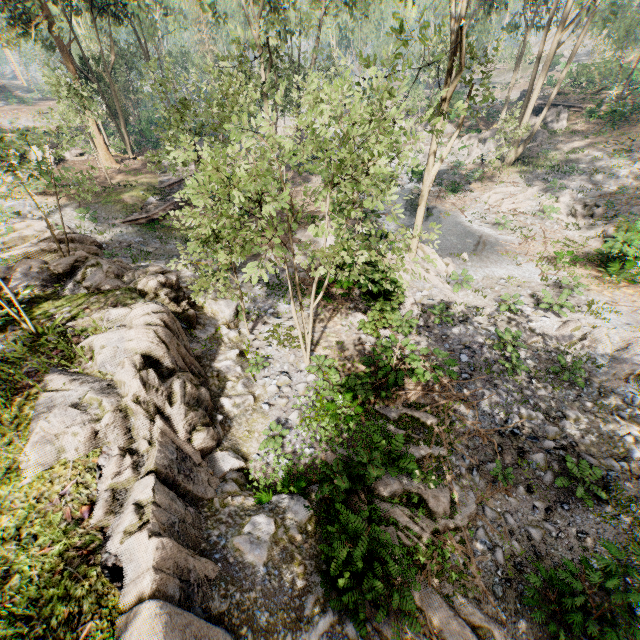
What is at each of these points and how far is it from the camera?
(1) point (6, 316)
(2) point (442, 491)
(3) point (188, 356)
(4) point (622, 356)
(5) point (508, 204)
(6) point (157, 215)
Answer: (1) foliage, 10.50m
(2) foliage, 8.97m
(3) rock, 10.71m
(4) foliage, 12.89m
(5) foliage, 24.20m
(6) ground embankment, 22.28m

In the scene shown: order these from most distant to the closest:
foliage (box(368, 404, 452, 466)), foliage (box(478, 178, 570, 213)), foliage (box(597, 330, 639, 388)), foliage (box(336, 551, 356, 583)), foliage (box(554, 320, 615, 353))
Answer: foliage (box(478, 178, 570, 213))
foliage (box(554, 320, 615, 353))
foliage (box(597, 330, 639, 388))
foliage (box(368, 404, 452, 466))
foliage (box(336, 551, 356, 583))

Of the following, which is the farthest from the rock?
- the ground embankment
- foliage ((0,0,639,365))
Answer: the ground embankment

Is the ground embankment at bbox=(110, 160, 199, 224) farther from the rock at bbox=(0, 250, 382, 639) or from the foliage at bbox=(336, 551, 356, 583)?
the rock at bbox=(0, 250, 382, 639)

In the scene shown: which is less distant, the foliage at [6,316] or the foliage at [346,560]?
the foliage at [346,560]

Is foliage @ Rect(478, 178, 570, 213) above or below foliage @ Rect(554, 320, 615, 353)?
above

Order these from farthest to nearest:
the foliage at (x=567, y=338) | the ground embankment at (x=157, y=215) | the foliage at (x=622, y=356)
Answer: the ground embankment at (x=157, y=215), the foliage at (x=567, y=338), the foliage at (x=622, y=356)
